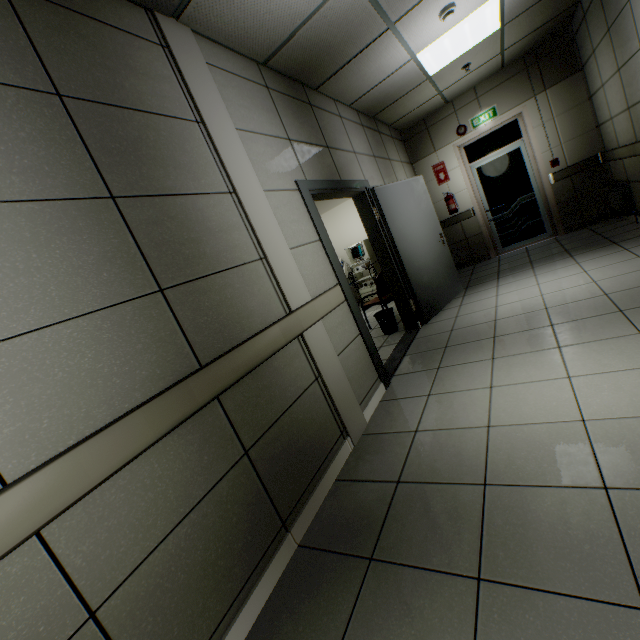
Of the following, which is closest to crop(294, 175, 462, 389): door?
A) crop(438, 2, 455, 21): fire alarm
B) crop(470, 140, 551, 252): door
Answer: crop(438, 2, 455, 21): fire alarm

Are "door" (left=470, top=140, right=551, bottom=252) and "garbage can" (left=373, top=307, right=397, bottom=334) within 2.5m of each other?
no

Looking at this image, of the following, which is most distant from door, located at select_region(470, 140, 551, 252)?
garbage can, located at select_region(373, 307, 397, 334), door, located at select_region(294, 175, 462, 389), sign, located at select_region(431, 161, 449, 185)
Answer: garbage can, located at select_region(373, 307, 397, 334)

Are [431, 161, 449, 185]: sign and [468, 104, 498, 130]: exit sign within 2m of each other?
yes

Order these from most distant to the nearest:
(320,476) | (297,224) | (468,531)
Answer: (297,224) < (320,476) < (468,531)

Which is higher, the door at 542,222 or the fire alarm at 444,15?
the fire alarm at 444,15

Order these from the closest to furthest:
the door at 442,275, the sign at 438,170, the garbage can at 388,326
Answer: the door at 442,275 < the garbage can at 388,326 < the sign at 438,170

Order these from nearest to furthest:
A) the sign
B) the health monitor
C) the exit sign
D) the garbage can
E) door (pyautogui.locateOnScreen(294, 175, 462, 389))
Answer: door (pyautogui.locateOnScreen(294, 175, 462, 389)), the garbage can, the exit sign, the sign, the health monitor
